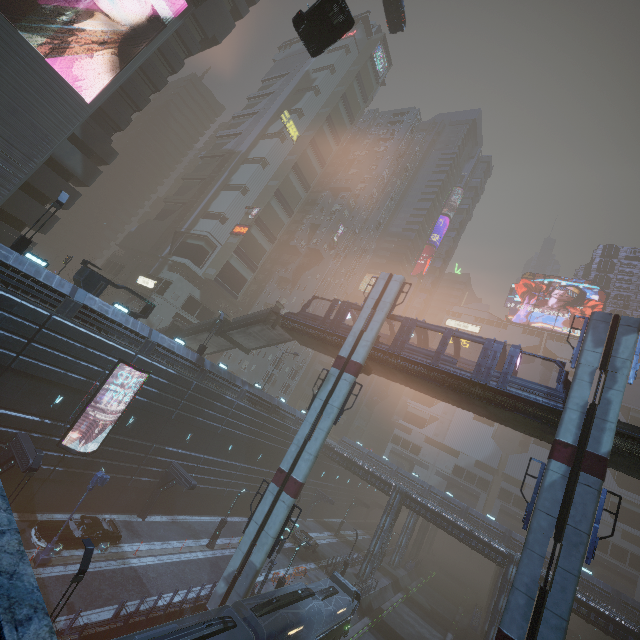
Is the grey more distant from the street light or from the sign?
the sign

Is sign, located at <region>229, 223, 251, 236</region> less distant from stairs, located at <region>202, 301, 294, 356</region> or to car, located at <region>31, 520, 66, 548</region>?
stairs, located at <region>202, 301, 294, 356</region>

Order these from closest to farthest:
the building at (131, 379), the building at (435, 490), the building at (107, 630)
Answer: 1. the building at (107, 630)
2. the building at (131, 379)
3. the building at (435, 490)

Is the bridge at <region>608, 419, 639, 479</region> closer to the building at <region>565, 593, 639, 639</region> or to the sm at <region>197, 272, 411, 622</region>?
the sm at <region>197, 272, 411, 622</region>

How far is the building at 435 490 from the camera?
46.2m

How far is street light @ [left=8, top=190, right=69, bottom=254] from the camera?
19.53m

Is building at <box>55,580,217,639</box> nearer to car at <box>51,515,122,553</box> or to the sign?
the sign

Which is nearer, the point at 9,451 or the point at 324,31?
the point at 324,31
